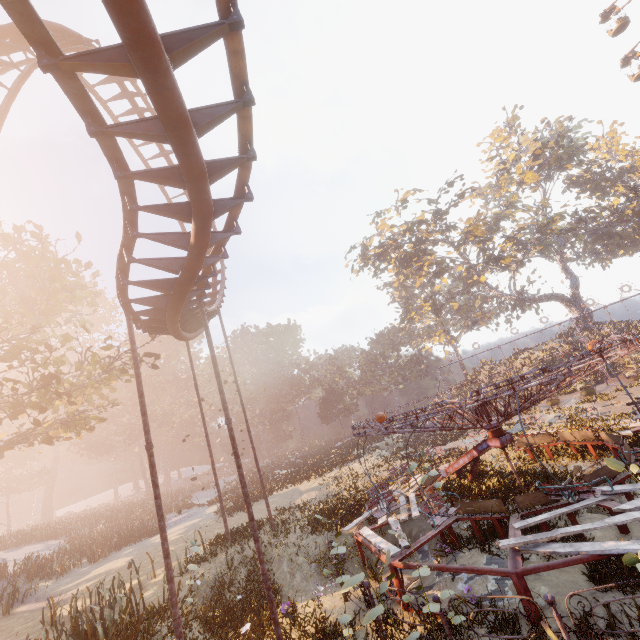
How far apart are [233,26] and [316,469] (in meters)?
29.34

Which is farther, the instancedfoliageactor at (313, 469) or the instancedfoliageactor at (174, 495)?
the instancedfoliageactor at (174, 495)

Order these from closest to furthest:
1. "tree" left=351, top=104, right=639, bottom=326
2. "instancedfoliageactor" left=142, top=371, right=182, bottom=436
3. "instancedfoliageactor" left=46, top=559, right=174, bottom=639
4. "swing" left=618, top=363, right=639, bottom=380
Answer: "instancedfoliageactor" left=46, top=559, right=174, bottom=639 < "swing" left=618, top=363, right=639, bottom=380 < "tree" left=351, top=104, right=639, bottom=326 < "instancedfoliageactor" left=142, top=371, right=182, bottom=436

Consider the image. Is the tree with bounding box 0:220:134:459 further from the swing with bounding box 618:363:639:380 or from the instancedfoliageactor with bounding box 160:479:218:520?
the swing with bounding box 618:363:639:380

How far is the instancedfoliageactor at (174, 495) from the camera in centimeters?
3184cm

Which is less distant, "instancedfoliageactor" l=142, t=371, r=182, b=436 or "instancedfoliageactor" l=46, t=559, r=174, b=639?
"instancedfoliageactor" l=46, t=559, r=174, b=639

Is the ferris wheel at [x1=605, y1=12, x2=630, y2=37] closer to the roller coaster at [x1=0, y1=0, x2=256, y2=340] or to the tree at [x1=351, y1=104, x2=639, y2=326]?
the tree at [x1=351, y1=104, x2=639, y2=326]

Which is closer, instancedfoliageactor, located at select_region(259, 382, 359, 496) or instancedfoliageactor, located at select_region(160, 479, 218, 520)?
instancedfoliageactor, located at select_region(259, 382, 359, 496)
